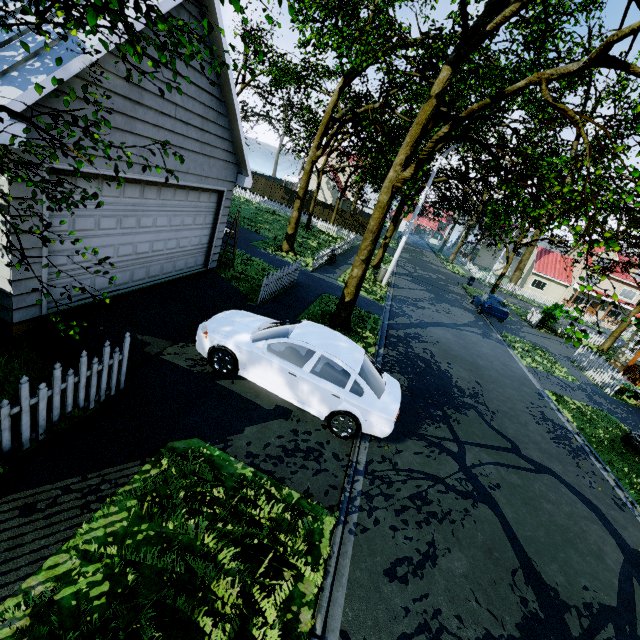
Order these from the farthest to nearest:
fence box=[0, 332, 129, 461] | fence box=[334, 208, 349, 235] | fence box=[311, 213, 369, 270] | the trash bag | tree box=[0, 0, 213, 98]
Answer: fence box=[334, 208, 349, 235]
fence box=[311, 213, 369, 270]
the trash bag
fence box=[0, 332, 129, 461]
tree box=[0, 0, 213, 98]

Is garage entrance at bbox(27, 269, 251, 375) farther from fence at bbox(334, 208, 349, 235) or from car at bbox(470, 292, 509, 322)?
car at bbox(470, 292, 509, 322)

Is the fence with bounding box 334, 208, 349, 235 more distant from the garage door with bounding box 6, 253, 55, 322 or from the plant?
the plant

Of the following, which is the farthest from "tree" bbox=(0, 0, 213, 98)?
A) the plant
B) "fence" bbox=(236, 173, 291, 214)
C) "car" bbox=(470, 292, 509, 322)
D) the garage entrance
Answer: the plant

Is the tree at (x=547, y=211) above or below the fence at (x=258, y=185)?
above

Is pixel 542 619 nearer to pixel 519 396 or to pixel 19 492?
pixel 19 492

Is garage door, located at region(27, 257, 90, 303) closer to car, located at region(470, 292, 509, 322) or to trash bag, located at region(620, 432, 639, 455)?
trash bag, located at region(620, 432, 639, 455)
